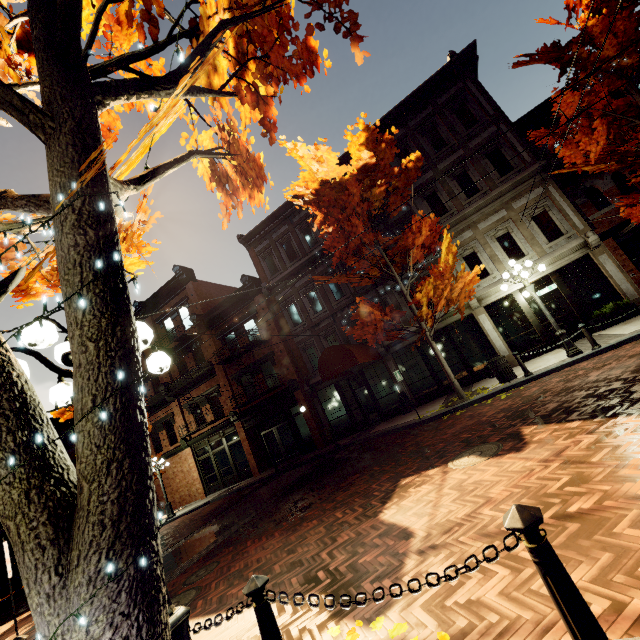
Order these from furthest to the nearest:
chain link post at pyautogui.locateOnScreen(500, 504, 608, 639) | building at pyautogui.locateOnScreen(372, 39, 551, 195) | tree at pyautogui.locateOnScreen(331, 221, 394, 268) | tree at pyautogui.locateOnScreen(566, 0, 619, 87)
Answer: building at pyautogui.locateOnScreen(372, 39, 551, 195) < tree at pyautogui.locateOnScreen(331, 221, 394, 268) < tree at pyautogui.locateOnScreen(566, 0, 619, 87) < chain link post at pyautogui.locateOnScreen(500, 504, 608, 639)

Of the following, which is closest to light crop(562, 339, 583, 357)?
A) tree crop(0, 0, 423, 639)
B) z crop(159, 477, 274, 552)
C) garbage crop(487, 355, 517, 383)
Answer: tree crop(0, 0, 423, 639)

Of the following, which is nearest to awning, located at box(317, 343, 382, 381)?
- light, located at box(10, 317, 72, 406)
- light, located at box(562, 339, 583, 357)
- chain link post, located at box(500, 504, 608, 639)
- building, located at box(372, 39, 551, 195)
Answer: building, located at box(372, 39, 551, 195)

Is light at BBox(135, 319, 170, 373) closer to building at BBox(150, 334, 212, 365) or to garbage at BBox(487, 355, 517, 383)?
building at BBox(150, 334, 212, 365)

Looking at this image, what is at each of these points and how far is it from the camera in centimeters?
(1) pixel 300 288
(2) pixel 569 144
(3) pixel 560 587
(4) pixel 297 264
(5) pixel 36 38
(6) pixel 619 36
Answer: (1) building, 1973cm
(2) tree, 1141cm
(3) chain link post, 153cm
(4) building, 1966cm
(5) tree, 227cm
(6) tree, 913cm

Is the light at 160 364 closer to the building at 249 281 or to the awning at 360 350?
the building at 249 281

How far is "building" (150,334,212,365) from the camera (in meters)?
22.25

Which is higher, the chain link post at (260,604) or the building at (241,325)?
the building at (241,325)
